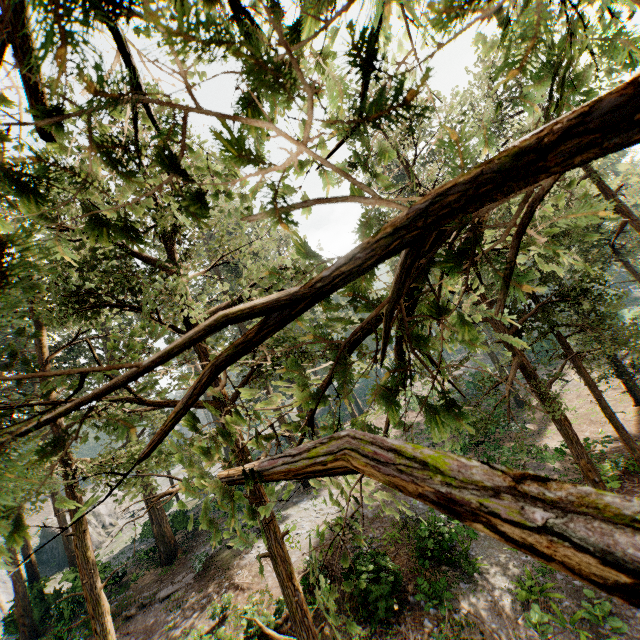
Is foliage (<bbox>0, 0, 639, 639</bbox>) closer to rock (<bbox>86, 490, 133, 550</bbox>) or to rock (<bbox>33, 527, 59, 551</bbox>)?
rock (<bbox>33, 527, 59, 551</bbox>)

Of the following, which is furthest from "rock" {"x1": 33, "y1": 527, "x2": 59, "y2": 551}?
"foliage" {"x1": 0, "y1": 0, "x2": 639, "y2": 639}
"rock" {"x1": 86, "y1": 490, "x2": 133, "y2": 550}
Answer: "rock" {"x1": 86, "y1": 490, "x2": 133, "y2": 550}

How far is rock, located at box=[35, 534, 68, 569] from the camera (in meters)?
37.38

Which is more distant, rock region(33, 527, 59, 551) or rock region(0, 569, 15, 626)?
rock region(33, 527, 59, 551)

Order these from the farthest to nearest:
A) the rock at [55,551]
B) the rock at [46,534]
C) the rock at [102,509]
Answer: the rock at [46,534] → the rock at [102,509] → the rock at [55,551]

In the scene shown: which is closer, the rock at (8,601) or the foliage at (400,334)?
the foliage at (400,334)

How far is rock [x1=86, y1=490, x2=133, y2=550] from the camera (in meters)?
39.16

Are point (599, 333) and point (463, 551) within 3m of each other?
no
